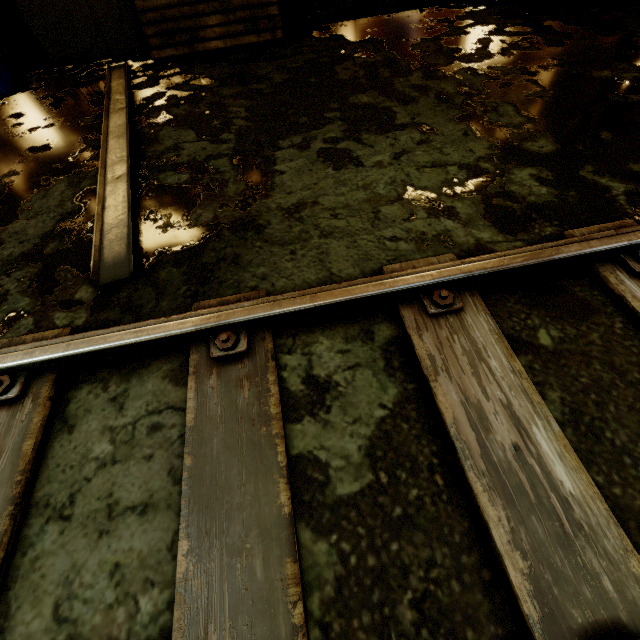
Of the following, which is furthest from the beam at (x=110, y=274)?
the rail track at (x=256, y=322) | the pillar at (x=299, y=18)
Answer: Result: the pillar at (x=299, y=18)

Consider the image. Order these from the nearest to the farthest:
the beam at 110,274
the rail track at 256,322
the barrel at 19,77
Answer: Result:
the rail track at 256,322
the beam at 110,274
the barrel at 19,77

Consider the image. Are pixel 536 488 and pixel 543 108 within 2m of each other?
no

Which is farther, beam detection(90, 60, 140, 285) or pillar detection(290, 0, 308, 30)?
pillar detection(290, 0, 308, 30)

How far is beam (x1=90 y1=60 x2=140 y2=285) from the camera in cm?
185

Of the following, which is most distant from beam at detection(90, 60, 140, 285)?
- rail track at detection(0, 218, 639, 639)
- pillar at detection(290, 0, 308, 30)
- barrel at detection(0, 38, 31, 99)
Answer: pillar at detection(290, 0, 308, 30)

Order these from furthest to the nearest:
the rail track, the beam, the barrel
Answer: the barrel < the beam < the rail track

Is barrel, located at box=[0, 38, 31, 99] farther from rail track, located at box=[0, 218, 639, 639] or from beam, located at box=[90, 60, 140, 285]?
rail track, located at box=[0, 218, 639, 639]
